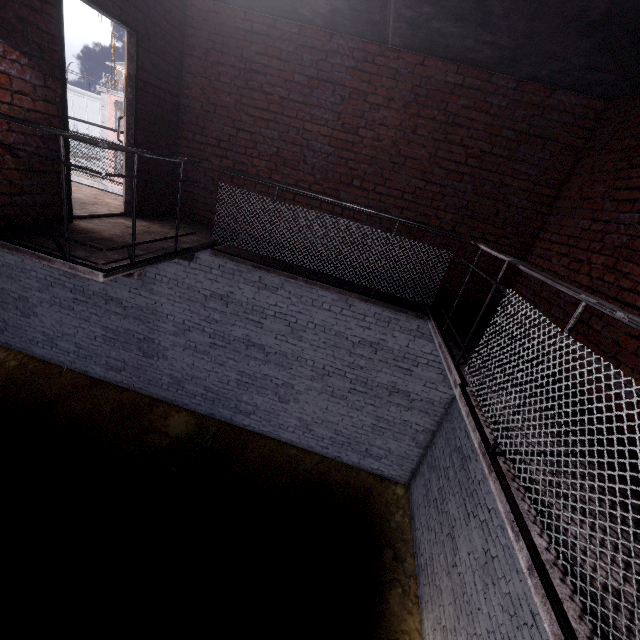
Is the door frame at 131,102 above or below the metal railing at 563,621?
above

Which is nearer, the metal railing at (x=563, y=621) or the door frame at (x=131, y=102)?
the metal railing at (x=563, y=621)

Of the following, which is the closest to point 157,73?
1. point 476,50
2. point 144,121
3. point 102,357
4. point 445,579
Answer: point 144,121

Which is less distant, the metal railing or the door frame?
the metal railing

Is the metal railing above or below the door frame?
below
